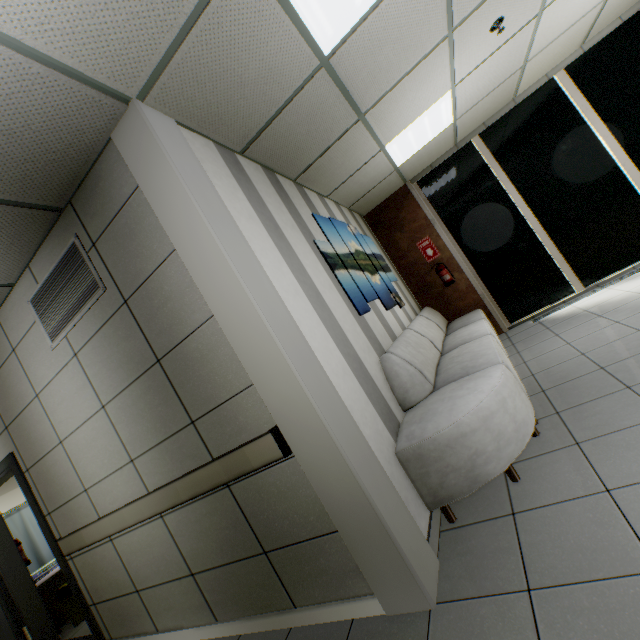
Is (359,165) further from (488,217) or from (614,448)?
(614,448)

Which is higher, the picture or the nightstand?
the picture

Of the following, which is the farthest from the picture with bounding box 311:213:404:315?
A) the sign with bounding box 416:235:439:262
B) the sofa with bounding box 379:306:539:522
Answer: the sign with bounding box 416:235:439:262

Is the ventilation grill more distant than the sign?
No

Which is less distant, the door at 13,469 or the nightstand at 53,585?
the door at 13,469

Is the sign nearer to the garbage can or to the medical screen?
the garbage can

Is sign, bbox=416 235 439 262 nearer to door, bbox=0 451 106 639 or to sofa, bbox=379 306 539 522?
sofa, bbox=379 306 539 522

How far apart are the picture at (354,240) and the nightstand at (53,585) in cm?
560
